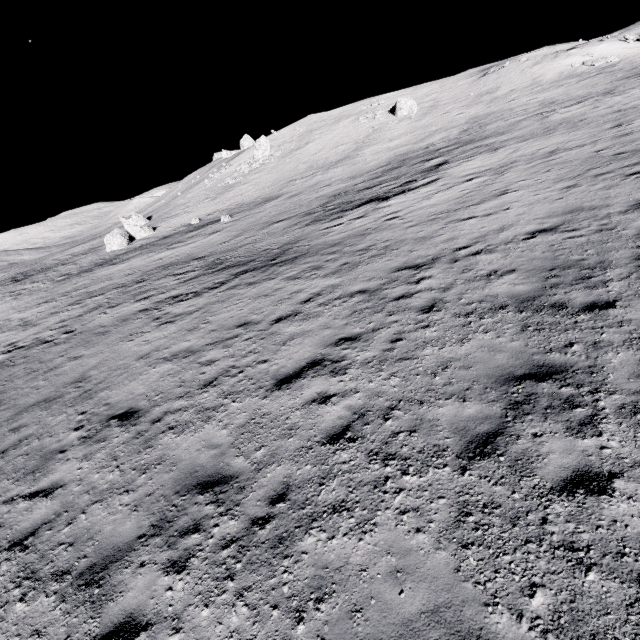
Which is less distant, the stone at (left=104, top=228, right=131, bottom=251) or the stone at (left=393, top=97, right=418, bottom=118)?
the stone at (left=104, top=228, right=131, bottom=251)

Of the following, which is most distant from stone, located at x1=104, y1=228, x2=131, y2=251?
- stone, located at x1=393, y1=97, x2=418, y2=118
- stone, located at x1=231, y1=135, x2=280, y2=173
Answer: stone, located at x1=393, y1=97, x2=418, y2=118

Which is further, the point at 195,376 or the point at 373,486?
the point at 195,376

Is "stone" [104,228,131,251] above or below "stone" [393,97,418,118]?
below

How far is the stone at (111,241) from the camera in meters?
38.9 m

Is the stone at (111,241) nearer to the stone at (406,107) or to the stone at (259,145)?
the stone at (259,145)

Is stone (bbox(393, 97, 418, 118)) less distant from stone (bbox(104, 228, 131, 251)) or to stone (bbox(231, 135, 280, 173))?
stone (bbox(231, 135, 280, 173))
